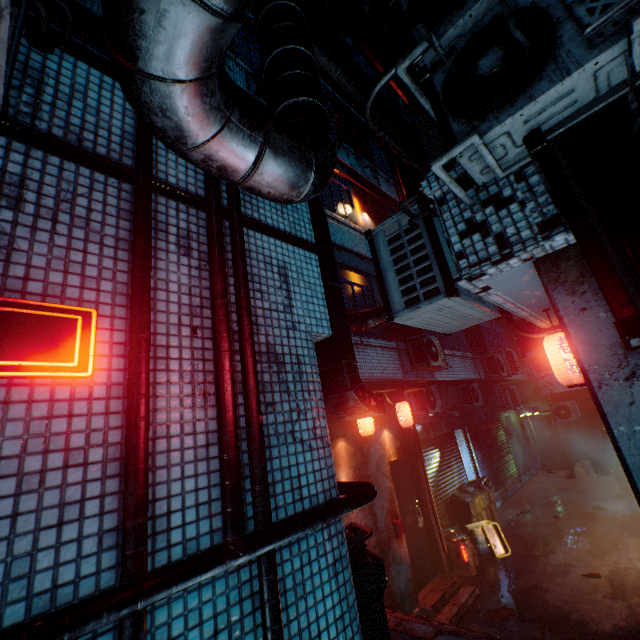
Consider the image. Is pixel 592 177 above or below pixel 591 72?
below

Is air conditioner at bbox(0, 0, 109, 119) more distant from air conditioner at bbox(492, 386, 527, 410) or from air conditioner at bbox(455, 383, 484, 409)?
air conditioner at bbox(492, 386, 527, 410)

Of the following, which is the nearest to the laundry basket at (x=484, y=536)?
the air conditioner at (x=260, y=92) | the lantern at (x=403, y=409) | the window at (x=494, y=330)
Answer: the lantern at (x=403, y=409)

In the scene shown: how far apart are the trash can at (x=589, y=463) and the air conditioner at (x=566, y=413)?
1.1m

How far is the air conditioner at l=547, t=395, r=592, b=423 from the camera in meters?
11.9

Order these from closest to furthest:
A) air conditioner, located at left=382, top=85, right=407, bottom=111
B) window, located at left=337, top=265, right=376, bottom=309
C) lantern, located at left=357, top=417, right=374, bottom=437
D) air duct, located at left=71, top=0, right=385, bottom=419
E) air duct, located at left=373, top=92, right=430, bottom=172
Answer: air duct, located at left=71, top=0, right=385, bottom=419 → air duct, located at left=373, top=92, right=430, bottom=172 → lantern, located at left=357, top=417, right=374, bottom=437 → window, located at left=337, top=265, right=376, bottom=309 → air conditioner, located at left=382, top=85, right=407, bottom=111

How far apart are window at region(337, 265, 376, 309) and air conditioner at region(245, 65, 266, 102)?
3.3m

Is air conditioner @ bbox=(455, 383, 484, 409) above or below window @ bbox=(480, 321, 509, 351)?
below
